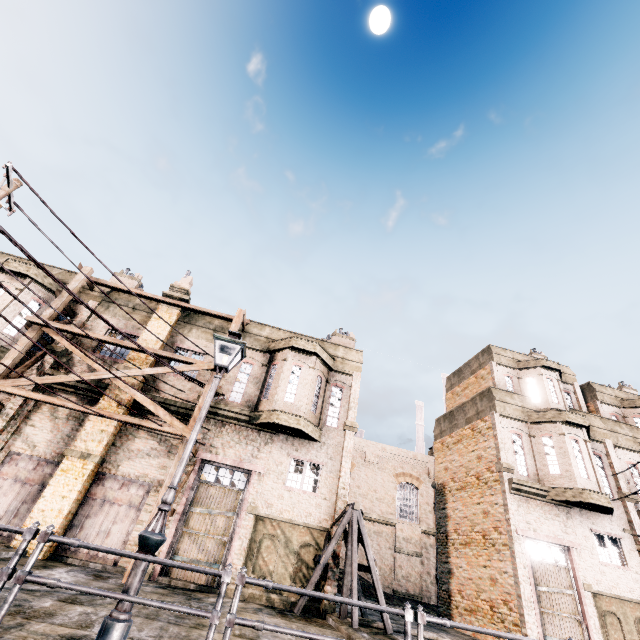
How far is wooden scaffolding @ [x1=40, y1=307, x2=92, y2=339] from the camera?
14.52m

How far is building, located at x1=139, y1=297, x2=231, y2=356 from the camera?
18.08m

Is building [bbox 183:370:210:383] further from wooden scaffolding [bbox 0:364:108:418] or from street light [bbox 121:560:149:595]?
street light [bbox 121:560:149:595]

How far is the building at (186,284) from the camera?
18.7m

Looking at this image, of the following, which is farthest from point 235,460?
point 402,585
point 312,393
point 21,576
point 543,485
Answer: point 402,585

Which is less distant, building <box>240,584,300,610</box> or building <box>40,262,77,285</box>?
building <box>240,584,300,610</box>

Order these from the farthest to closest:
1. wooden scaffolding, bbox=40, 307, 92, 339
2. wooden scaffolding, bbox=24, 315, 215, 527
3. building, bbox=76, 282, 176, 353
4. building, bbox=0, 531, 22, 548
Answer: building, bbox=76, 282, 176, 353 → wooden scaffolding, bbox=40, 307, 92, 339 → wooden scaffolding, bbox=24, 315, 215, 527 → building, bbox=0, 531, 22, 548
